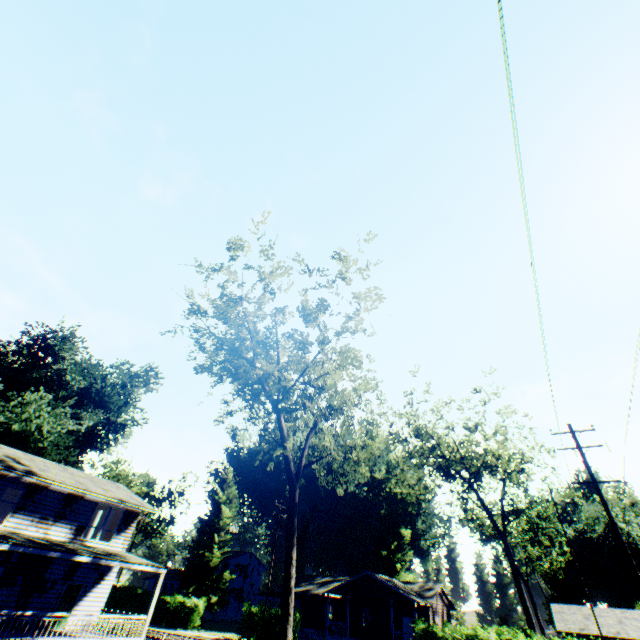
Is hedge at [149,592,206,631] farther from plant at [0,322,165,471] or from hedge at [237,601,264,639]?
hedge at [237,601,264,639]

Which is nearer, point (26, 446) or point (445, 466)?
point (26, 446)

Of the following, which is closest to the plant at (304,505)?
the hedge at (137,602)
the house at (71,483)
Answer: the hedge at (137,602)

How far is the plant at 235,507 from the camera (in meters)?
41.59

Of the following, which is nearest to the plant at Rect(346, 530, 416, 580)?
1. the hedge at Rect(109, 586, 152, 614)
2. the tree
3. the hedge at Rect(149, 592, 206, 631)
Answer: the hedge at Rect(149, 592, 206, 631)

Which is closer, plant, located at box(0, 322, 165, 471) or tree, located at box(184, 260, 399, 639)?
tree, located at box(184, 260, 399, 639)

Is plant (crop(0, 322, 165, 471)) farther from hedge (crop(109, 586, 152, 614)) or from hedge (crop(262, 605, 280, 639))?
hedge (crop(262, 605, 280, 639))

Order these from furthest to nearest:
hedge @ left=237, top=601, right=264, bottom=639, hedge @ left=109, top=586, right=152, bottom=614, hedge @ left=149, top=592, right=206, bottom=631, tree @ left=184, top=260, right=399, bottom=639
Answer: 1. hedge @ left=109, top=586, right=152, bottom=614
2. hedge @ left=149, top=592, right=206, bottom=631
3. hedge @ left=237, top=601, right=264, bottom=639
4. tree @ left=184, top=260, right=399, bottom=639
